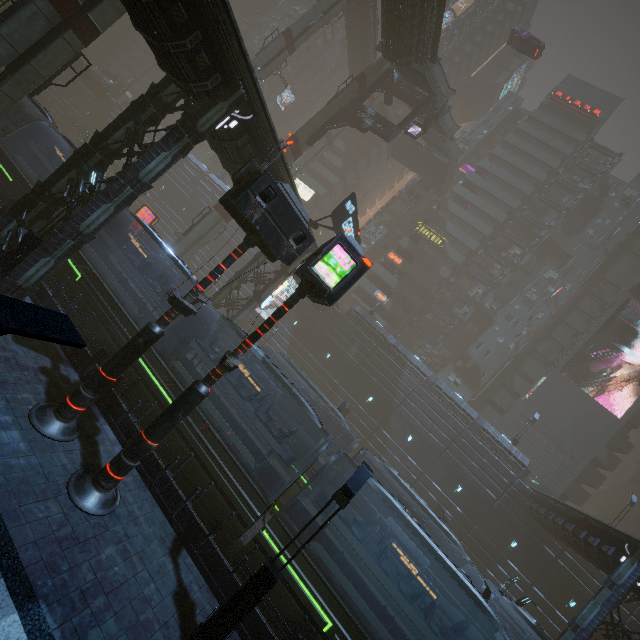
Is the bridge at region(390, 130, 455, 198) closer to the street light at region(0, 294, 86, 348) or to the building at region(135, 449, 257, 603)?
the building at region(135, 449, 257, 603)

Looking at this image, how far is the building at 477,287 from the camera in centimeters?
4791cm

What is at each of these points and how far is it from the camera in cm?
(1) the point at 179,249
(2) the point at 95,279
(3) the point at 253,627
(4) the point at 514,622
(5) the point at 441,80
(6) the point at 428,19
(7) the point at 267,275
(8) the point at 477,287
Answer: (1) sm, 2881
(2) train, 1450
(3) building, 861
(4) building, 2728
(5) stairs, 3006
(6) bridge, 2325
(7) building, 4041
(8) building, 4819

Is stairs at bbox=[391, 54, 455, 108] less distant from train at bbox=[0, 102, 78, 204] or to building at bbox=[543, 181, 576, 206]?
building at bbox=[543, 181, 576, 206]

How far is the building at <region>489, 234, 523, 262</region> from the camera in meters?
48.5

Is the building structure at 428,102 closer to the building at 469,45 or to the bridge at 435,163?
the building at 469,45

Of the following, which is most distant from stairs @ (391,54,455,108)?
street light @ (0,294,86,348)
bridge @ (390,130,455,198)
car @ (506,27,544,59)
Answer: street light @ (0,294,86,348)
